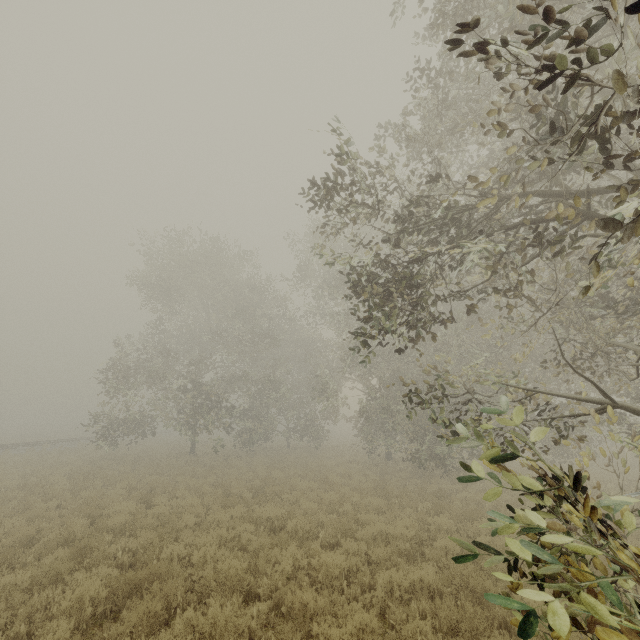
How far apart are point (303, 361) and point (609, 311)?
20.18m
